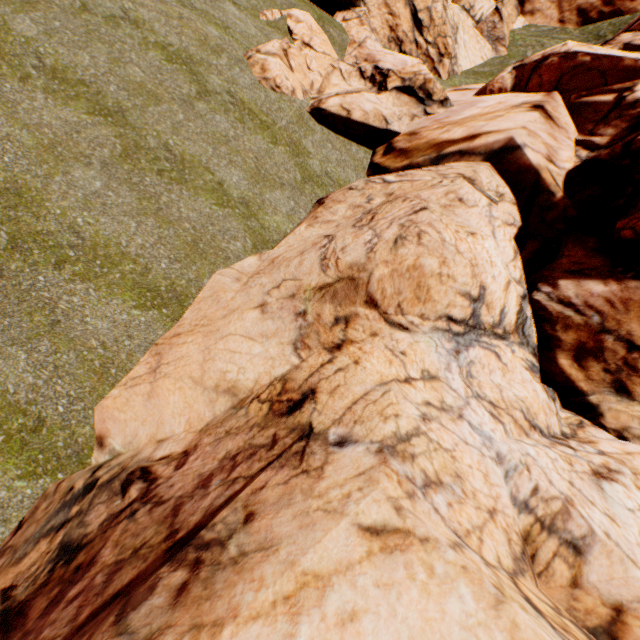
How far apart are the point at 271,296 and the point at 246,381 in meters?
1.7 m
